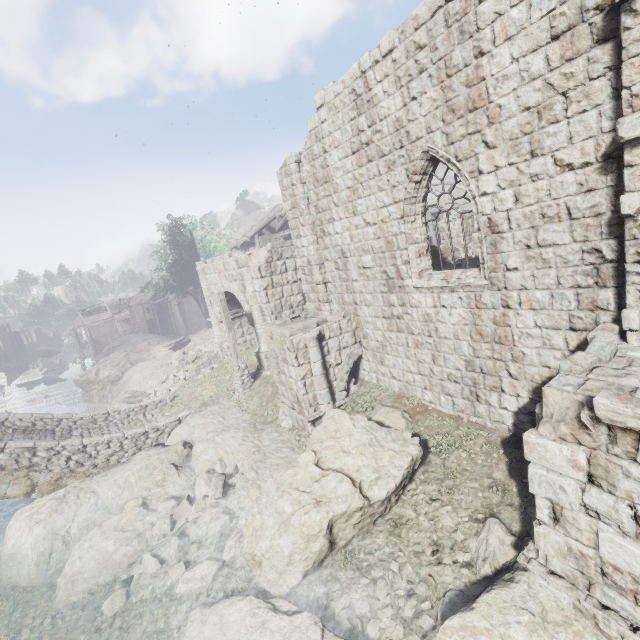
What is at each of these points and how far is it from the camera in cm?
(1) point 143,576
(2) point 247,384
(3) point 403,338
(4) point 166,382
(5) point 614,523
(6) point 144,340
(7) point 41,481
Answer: (1) rubble, 832
(2) wooden lamp post, 1516
(3) building, 984
(4) rubble, 2112
(5) stone arch, 385
(6) rock, 3834
(7) bridge, 1165

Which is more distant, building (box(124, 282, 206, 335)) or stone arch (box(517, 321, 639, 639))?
building (box(124, 282, 206, 335))

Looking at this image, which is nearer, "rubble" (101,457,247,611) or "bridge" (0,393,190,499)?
"rubble" (101,457,247,611)

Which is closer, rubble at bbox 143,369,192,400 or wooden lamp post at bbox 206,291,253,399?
wooden lamp post at bbox 206,291,253,399

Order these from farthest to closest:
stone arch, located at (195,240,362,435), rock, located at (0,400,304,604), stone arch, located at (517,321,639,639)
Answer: stone arch, located at (195,240,362,435) → rock, located at (0,400,304,604) → stone arch, located at (517,321,639,639)

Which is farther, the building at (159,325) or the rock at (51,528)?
the building at (159,325)

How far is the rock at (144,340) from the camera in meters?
32.2 m

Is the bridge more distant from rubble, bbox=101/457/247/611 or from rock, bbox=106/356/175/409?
rubble, bbox=101/457/247/611
